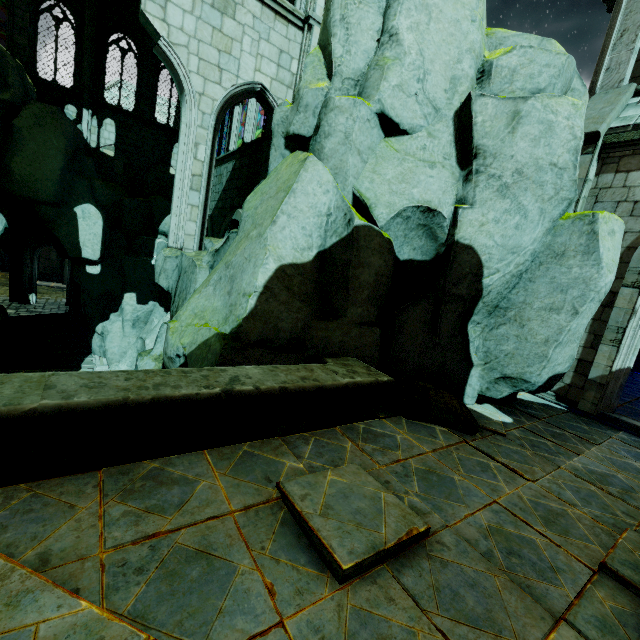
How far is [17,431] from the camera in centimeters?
252cm

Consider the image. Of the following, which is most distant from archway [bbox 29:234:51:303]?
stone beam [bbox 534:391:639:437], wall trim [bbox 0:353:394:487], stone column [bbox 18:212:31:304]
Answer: stone beam [bbox 534:391:639:437]

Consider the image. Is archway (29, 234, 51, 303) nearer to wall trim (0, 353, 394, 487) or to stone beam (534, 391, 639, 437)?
wall trim (0, 353, 394, 487)

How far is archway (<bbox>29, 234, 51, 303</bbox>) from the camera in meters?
21.9

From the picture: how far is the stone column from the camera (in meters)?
21.19

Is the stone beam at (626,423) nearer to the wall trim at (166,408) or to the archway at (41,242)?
the wall trim at (166,408)

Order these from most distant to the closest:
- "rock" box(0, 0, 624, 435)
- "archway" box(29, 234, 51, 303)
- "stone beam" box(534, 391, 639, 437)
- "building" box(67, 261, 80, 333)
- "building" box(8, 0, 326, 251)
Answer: "archway" box(29, 234, 51, 303) → "building" box(67, 261, 80, 333) → "building" box(8, 0, 326, 251) → "stone beam" box(534, 391, 639, 437) → "rock" box(0, 0, 624, 435)

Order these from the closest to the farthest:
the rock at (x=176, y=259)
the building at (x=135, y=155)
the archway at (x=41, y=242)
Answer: the rock at (x=176, y=259) → the building at (x=135, y=155) → the archway at (x=41, y=242)
